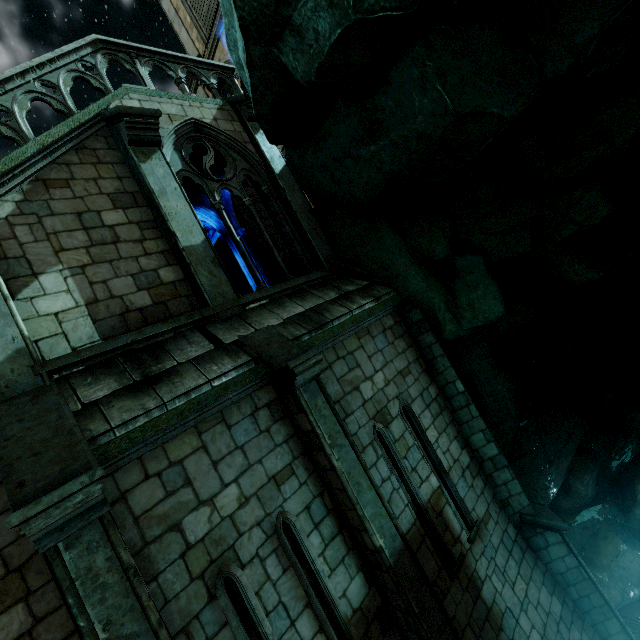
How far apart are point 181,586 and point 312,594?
1.88m
